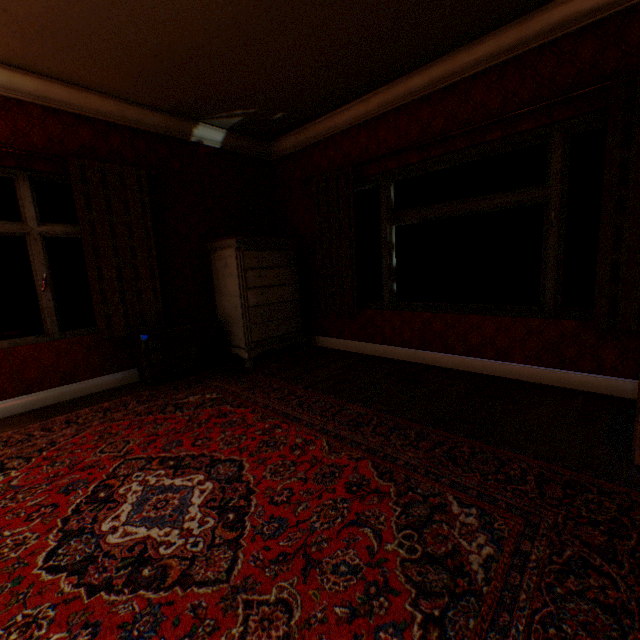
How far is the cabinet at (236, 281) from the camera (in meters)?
4.12

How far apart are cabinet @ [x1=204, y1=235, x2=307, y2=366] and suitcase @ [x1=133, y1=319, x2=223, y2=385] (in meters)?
0.19

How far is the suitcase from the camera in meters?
3.6 m

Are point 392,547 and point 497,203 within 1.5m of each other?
no

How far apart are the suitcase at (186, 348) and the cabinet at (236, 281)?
0.19m

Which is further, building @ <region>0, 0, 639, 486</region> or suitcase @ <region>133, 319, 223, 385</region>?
suitcase @ <region>133, 319, 223, 385</region>

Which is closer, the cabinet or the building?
the building

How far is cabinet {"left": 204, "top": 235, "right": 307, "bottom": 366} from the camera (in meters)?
4.12
